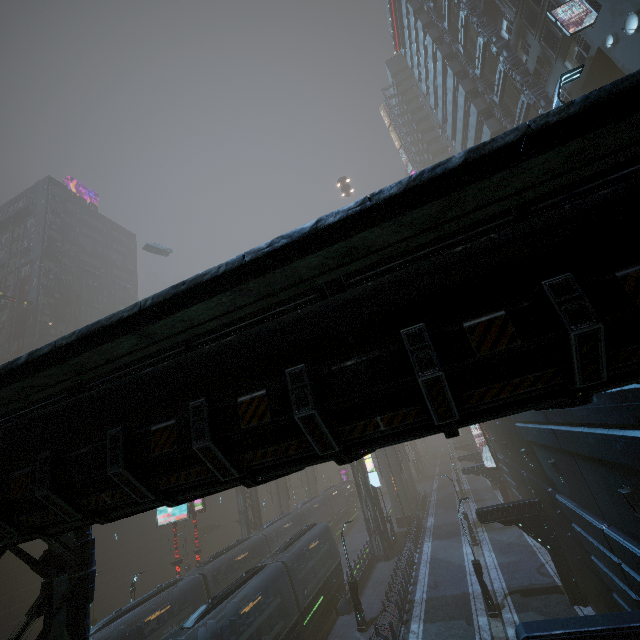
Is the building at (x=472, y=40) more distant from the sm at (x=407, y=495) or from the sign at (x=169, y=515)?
the sign at (x=169, y=515)

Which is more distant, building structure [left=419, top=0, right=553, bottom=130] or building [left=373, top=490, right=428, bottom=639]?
building structure [left=419, top=0, right=553, bottom=130]

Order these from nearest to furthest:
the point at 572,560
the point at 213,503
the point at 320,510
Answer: the point at 572,560 < the point at 320,510 < the point at 213,503

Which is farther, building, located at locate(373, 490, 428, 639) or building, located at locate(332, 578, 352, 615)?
building, located at locate(332, 578, 352, 615)

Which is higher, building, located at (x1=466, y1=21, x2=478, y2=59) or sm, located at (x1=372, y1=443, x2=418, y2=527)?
building, located at (x1=466, y1=21, x2=478, y2=59)

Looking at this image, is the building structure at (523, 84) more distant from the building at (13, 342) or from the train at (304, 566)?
the train at (304, 566)

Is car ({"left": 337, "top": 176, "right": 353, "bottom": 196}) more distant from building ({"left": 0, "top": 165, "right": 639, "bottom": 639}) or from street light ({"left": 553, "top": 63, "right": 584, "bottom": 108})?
street light ({"left": 553, "top": 63, "right": 584, "bottom": 108})

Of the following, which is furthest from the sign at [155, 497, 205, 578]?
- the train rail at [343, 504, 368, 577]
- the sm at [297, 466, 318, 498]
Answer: the sm at [297, 466, 318, 498]
